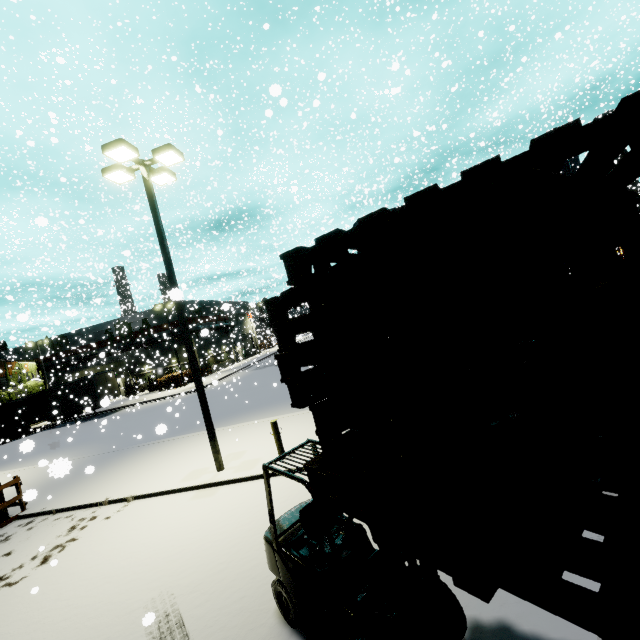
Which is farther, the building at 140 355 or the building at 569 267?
the building at 140 355

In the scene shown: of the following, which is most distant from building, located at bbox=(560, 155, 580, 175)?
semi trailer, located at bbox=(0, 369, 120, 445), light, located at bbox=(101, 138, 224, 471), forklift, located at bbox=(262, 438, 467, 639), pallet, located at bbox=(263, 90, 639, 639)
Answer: light, located at bbox=(101, 138, 224, 471)

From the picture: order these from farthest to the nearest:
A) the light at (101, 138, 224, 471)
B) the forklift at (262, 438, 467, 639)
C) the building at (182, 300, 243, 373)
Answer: the building at (182, 300, 243, 373) → the light at (101, 138, 224, 471) → the forklift at (262, 438, 467, 639)

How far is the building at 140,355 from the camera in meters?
38.7

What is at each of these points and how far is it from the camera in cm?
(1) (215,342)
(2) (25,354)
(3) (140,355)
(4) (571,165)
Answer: (1) building, 5000
(2) building, 4897
(3) building, 4572
(4) building, 3641

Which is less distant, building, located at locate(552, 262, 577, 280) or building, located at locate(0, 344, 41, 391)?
building, located at locate(552, 262, 577, 280)

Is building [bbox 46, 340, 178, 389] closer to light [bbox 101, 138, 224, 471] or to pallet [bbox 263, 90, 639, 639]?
pallet [bbox 263, 90, 639, 639]
